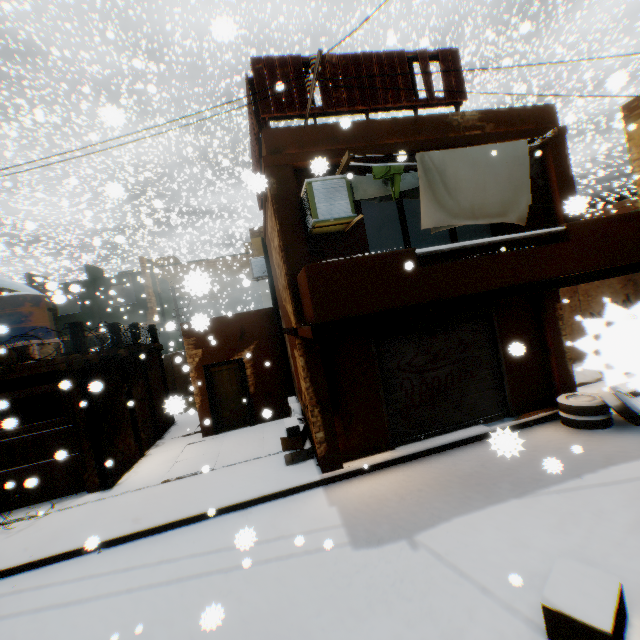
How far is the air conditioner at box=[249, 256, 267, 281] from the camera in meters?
12.8

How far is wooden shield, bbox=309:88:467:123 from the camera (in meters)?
6.46

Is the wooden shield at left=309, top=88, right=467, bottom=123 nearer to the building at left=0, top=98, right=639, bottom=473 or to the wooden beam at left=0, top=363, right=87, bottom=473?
the building at left=0, top=98, right=639, bottom=473

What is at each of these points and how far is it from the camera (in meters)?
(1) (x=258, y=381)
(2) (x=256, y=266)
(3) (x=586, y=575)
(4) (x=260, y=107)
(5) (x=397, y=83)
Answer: (1) building, 11.74
(2) air conditioner, 12.77
(3) cardboard box, 3.43
(4) wooden shield, 6.21
(5) wooden shield, 6.72

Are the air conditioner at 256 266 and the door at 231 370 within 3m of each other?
yes

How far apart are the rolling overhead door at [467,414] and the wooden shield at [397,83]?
0.3 meters

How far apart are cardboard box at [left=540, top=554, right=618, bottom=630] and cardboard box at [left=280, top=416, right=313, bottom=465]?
4.8m

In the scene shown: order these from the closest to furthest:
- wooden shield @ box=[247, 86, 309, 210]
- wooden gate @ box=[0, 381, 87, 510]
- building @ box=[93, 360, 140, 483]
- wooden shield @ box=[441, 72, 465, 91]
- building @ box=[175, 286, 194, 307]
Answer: building @ box=[175, 286, 194, 307] → wooden shield @ box=[247, 86, 309, 210] → wooden shield @ box=[441, 72, 465, 91] → wooden gate @ box=[0, 381, 87, 510] → building @ box=[93, 360, 140, 483]
